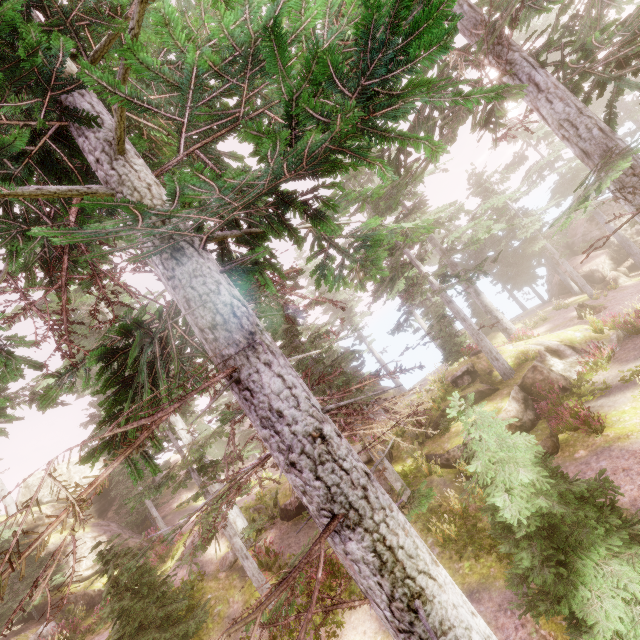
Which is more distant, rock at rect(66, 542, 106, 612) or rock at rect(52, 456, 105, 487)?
rock at rect(52, 456, 105, 487)

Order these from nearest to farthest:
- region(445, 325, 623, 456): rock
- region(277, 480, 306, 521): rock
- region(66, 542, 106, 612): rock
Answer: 1. region(445, 325, 623, 456): rock
2. region(277, 480, 306, 521): rock
3. region(66, 542, 106, 612): rock

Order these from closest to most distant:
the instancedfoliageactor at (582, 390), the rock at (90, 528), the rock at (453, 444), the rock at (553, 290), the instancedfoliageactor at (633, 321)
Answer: the instancedfoliageactor at (582, 390) → the rock at (453, 444) → the instancedfoliageactor at (633, 321) → the rock at (90, 528) → the rock at (553, 290)

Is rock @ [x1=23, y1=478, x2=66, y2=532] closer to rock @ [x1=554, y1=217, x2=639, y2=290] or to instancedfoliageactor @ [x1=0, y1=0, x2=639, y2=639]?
instancedfoliageactor @ [x1=0, y1=0, x2=639, y2=639]

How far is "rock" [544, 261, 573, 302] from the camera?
31.0 meters

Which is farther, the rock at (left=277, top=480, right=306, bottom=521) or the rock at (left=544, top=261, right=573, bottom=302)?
the rock at (left=544, top=261, right=573, bottom=302)

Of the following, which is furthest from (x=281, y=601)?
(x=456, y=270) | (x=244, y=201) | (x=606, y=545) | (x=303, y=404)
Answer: (x=456, y=270)

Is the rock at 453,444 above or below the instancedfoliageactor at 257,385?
below
